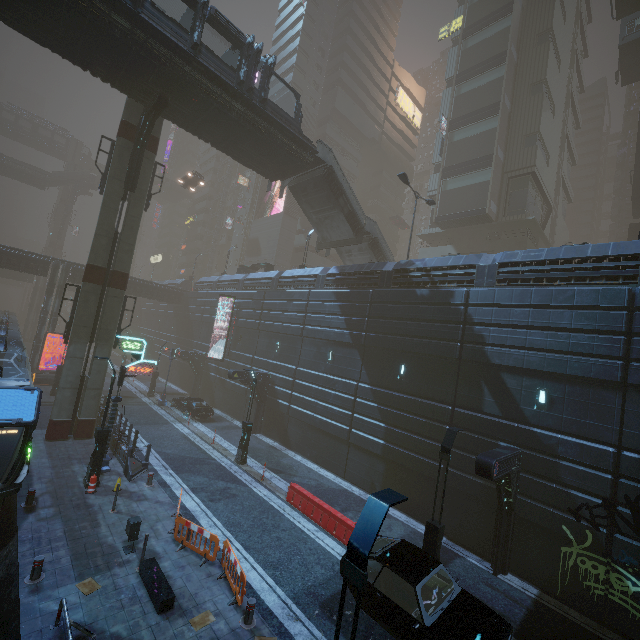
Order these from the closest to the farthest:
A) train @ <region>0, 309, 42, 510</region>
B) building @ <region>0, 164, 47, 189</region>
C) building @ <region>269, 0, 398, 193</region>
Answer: train @ <region>0, 309, 42, 510</region>, building @ <region>269, 0, 398, 193</region>, building @ <region>0, 164, 47, 189</region>

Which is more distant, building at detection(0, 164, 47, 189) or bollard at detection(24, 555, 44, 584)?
building at detection(0, 164, 47, 189)

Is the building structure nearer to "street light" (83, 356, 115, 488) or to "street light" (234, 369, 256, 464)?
"street light" (83, 356, 115, 488)

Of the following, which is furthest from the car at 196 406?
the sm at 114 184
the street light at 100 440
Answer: the street light at 100 440

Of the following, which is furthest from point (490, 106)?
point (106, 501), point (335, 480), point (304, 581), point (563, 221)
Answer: point (106, 501)

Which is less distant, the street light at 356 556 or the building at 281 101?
the street light at 356 556

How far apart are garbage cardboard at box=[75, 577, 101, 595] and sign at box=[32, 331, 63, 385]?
27.08m

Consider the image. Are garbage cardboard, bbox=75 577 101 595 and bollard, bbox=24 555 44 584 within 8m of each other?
yes
